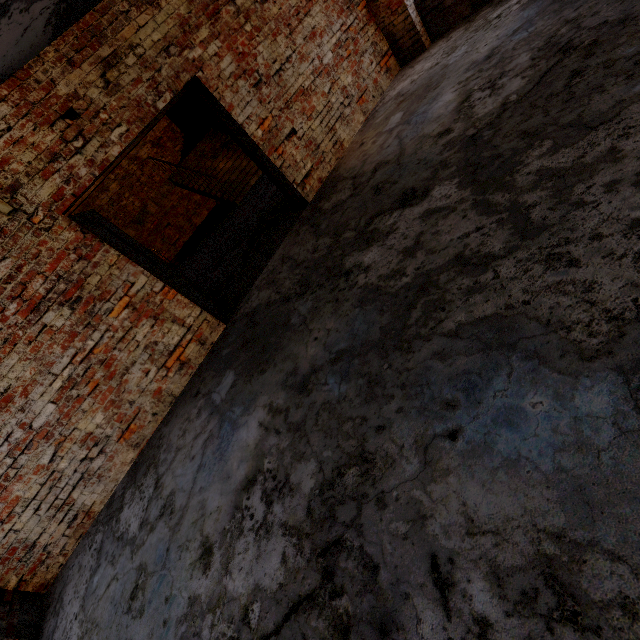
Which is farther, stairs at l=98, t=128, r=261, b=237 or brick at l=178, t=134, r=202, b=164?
brick at l=178, t=134, r=202, b=164

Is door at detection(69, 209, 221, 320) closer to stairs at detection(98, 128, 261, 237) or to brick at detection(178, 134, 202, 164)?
stairs at detection(98, 128, 261, 237)

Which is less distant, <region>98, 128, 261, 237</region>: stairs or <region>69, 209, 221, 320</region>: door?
<region>69, 209, 221, 320</region>: door

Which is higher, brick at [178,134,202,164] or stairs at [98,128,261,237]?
brick at [178,134,202,164]

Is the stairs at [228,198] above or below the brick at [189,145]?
below

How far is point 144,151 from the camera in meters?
11.5

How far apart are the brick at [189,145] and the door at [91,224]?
Answer: 8.36m
